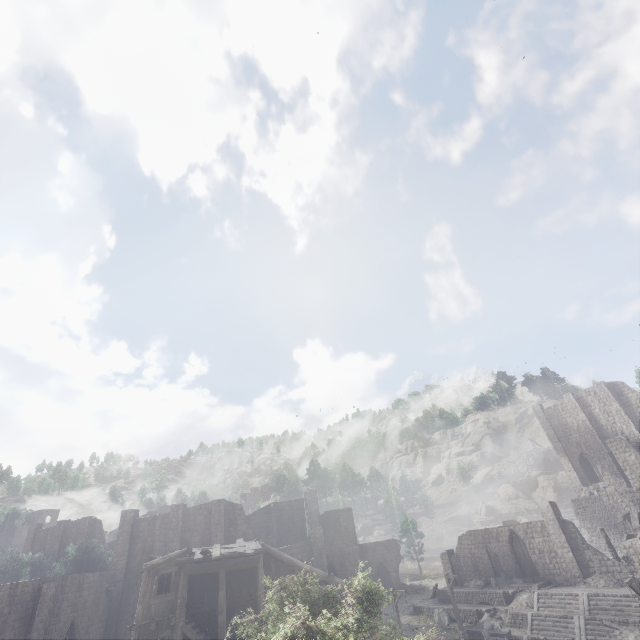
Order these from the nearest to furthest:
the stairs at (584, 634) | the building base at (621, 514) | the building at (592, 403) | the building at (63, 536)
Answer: the stairs at (584, 634) < the building at (592, 403) < the building base at (621, 514) < the building at (63, 536)

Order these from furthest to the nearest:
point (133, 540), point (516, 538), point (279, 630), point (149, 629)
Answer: point (516, 538), point (133, 540), point (149, 629), point (279, 630)

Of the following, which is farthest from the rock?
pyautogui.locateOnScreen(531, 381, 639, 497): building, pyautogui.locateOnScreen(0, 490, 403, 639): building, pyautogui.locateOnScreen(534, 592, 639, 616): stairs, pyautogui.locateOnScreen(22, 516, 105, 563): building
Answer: pyautogui.locateOnScreen(22, 516, 105, 563): building

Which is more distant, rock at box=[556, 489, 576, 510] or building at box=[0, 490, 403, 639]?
rock at box=[556, 489, 576, 510]

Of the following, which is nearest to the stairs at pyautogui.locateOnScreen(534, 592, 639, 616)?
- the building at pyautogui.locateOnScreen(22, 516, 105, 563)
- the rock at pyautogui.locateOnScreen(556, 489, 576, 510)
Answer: the rock at pyautogui.locateOnScreen(556, 489, 576, 510)

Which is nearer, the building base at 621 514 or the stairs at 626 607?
the stairs at 626 607

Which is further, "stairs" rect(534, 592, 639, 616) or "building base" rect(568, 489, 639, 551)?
"building base" rect(568, 489, 639, 551)
